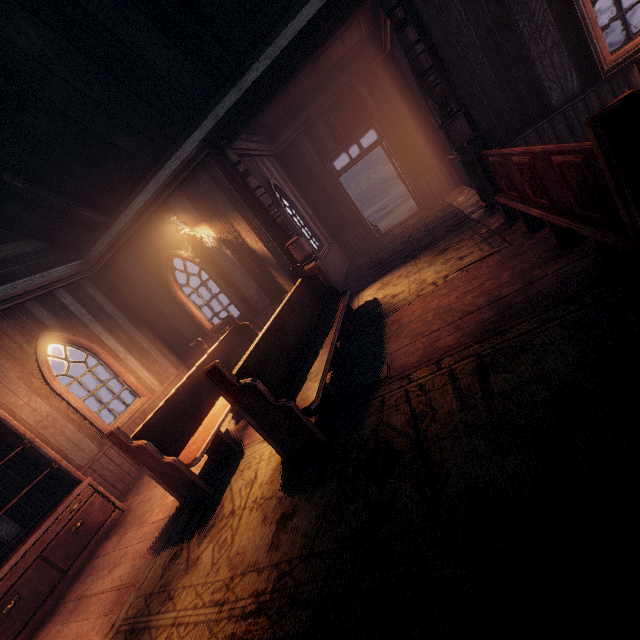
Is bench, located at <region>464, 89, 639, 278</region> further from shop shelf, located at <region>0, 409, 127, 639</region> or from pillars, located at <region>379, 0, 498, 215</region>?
shop shelf, located at <region>0, 409, 127, 639</region>

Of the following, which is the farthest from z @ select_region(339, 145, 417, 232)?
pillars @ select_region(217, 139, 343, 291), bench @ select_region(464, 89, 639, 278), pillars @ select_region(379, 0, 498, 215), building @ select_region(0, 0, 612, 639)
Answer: pillars @ select_region(217, 139, 343, 291)

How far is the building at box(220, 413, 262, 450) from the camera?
4.3 meters

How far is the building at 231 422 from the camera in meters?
4.3

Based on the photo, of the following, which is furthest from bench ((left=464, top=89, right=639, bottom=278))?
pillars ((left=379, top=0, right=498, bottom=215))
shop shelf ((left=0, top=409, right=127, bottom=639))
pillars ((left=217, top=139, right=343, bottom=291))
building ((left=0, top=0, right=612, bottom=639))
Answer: shop shelf ((left=0, top=409, right=127, bottom=639))

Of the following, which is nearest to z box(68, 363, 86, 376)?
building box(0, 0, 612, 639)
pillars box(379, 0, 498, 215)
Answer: building box(0, 0, 612, 639)

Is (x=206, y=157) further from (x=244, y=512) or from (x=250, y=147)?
(x=244, y=512)

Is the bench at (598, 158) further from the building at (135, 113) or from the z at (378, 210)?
the z at (378, 210)
